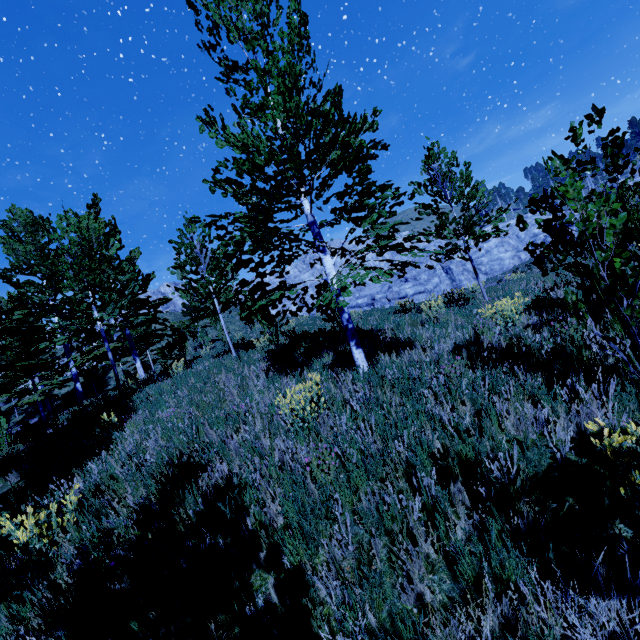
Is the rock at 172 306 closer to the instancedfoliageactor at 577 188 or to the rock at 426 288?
the rock at 426 288

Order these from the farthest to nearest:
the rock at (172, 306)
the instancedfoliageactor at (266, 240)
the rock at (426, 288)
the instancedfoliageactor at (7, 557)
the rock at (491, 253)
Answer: the rock at (172, 306) < the rock at (491, 253) < the rock at (426, 288) < the instancedfoliageactor at (266, 240) < the instancedfoliageactor at (7, 557)

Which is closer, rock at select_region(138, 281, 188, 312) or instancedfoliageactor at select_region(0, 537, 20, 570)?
instancedfoliageactor at select_region(0, 537, 20, 570)

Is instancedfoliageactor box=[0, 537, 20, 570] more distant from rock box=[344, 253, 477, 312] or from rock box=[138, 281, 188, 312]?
rock box=[138, 281, 188, 312]

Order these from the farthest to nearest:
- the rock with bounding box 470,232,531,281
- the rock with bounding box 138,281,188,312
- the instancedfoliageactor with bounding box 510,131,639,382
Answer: the rock with bounding box 138,281,188,312, the rock with bounding box 470,232,531,281, the instancedfoliageactor with bounding box 510,131,639,382

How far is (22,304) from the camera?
16.38m

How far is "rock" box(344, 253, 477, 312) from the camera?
43.6m
